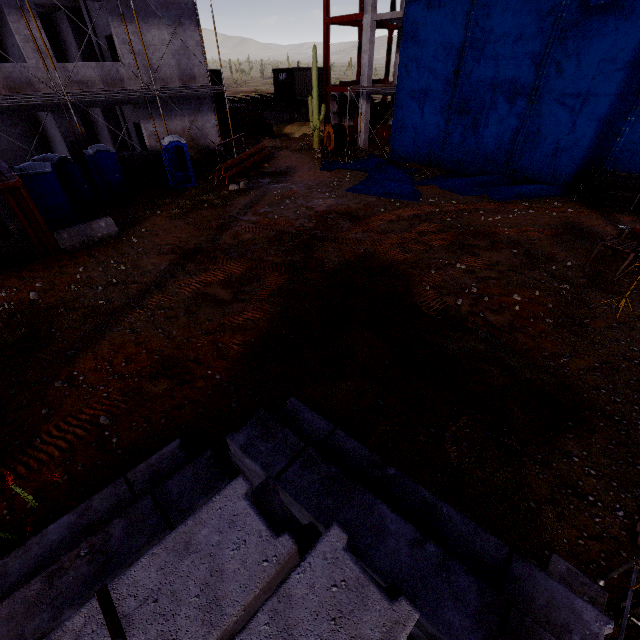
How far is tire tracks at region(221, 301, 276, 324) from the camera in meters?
8.4 m

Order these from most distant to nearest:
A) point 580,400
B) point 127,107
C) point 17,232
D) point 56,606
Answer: point 127,107 → point 17,232 → point 580,400 → point 56,606

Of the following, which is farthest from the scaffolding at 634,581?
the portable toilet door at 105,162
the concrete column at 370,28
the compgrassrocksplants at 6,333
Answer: the concrete column at 370,28

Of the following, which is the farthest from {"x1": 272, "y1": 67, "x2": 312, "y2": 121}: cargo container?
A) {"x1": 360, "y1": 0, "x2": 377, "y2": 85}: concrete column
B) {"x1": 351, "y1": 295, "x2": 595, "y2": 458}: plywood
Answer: {"x1": 351, "y1": 295, "x2": 595, "y2": 458}: plywood

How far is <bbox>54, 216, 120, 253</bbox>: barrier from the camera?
11.48m

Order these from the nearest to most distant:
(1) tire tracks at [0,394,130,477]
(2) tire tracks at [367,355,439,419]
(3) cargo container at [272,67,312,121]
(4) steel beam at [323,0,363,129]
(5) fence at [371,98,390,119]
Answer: (1) tire tracks at [0,394,130,477] < (2) tire tracks at [367,355,439,419] < (4) steel beam at [323,0,363,129] < (5) fence at [371,98,390,119] < (3) cargo container at [272,67,312,121]

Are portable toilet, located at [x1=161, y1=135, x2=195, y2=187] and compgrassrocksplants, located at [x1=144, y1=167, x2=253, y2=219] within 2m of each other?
yes

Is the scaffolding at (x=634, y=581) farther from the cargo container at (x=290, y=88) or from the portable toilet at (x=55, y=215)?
the cargo container at (x=290, y=88)
